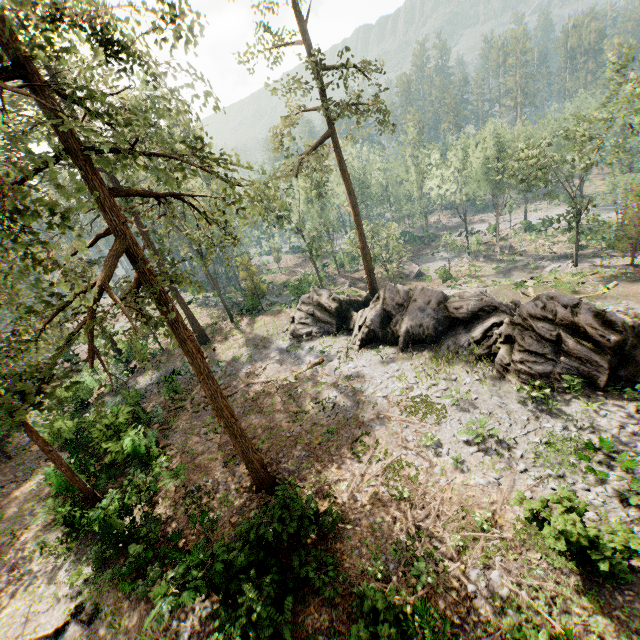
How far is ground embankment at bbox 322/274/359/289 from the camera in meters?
49.3

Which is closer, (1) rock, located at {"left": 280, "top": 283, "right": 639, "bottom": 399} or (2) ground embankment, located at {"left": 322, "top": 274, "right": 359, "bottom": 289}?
(1) rock, located at {"left": 280, "top": 283, "right": 639, "bottom": 399}

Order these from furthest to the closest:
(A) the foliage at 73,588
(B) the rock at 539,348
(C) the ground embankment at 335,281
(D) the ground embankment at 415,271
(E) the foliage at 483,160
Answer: (D) the ground embankment at 415,271
(C) the ground embankment at 335,281
(E) the foliage at 483,160
(B) the rock at 539,348
(A) the foliage at 73,588

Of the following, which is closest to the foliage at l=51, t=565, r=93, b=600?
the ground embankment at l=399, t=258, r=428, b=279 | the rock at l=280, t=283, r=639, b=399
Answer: the rock at l=280, t=283, r=639, b=399

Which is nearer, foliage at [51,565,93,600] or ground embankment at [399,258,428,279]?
foliage at [51,565,93,600]

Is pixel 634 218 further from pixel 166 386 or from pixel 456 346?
pixel 166 386

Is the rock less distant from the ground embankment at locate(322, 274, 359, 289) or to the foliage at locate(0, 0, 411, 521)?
the foliage at locate(0, 0, 411, 521)

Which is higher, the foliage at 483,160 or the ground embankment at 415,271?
the foliage at 483,160
